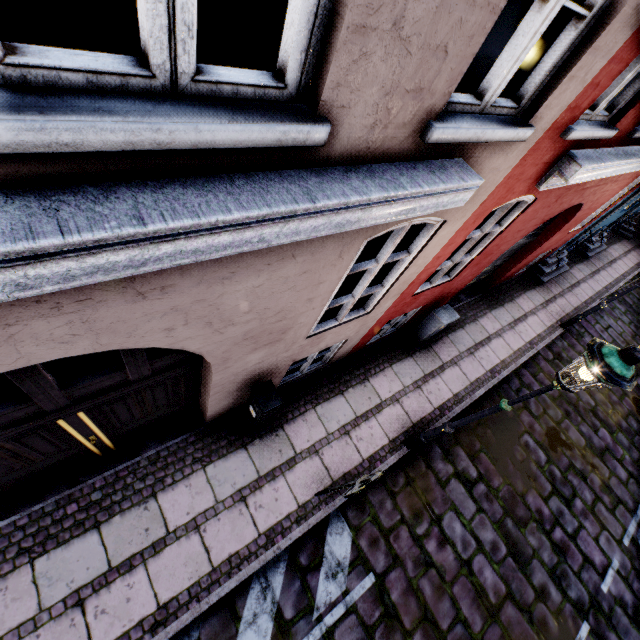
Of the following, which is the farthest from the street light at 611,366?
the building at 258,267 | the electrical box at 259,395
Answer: the electrical box at 259,395

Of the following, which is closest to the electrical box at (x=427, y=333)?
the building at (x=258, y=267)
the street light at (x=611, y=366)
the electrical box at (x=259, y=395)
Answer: the building at (x=258, y=267)

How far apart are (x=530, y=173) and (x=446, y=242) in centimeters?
103cm

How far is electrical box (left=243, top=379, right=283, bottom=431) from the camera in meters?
4.2 m

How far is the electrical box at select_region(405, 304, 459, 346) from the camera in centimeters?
651cm

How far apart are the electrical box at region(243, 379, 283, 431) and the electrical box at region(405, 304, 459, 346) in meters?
3.8

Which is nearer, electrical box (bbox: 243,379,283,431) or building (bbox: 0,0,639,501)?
building (bbox: 0,0,639,501)

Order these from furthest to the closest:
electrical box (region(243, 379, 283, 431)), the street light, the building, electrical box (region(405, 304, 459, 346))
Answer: electrical box (region(405, 304, 459, 346)) < electrical box (region(243, 379, 283, 431)) < the street light < the building
